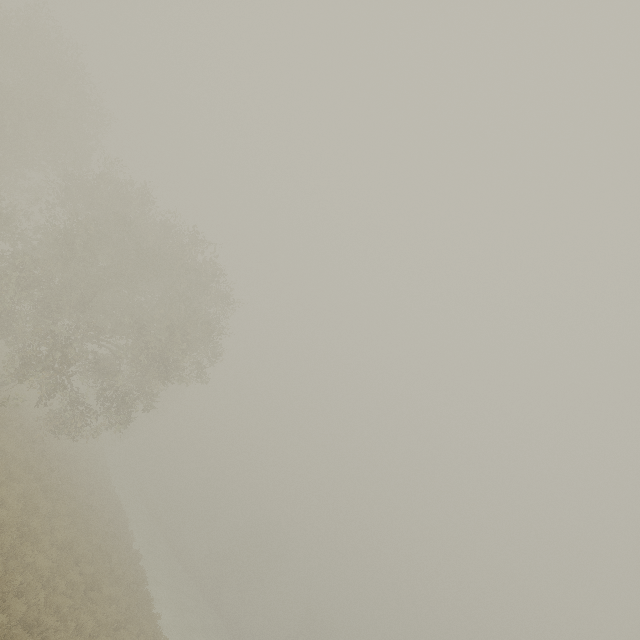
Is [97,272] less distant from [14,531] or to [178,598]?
[14,531]
